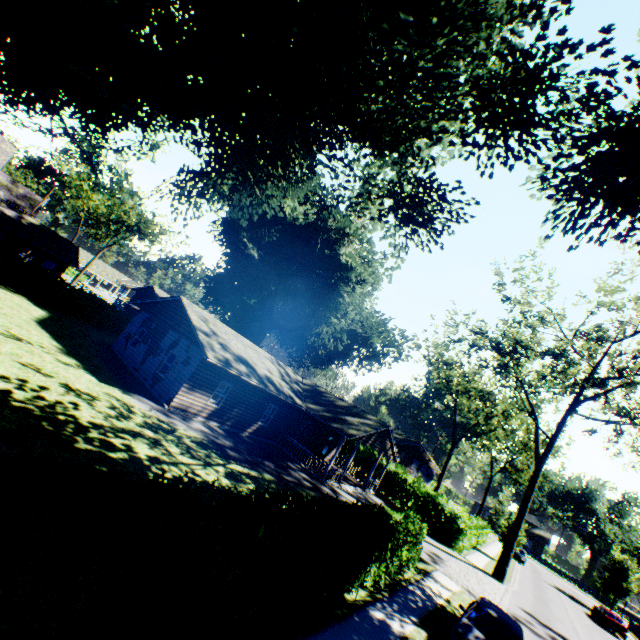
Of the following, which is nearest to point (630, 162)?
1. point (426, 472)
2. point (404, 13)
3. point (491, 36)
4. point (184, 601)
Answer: point (491, 36)

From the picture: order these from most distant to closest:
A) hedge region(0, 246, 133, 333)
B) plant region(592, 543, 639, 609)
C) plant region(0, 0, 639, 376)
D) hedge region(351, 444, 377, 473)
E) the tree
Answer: the tree → plant region(592, 543, 639, 609) → hedge region(351, 444, 377, 473) → hedge region(0, 246, 133, 333) → plant region(0, 0, 639, 376)

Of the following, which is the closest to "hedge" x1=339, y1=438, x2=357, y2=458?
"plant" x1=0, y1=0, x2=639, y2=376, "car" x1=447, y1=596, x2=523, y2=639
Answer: "plant" x1=0, y1=0, x2=639, y2=376

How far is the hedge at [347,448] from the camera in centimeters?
3626cm

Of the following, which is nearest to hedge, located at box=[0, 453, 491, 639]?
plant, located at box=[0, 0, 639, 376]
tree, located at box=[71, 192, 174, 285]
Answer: plant, located at box=[0, 0, 639, 376]

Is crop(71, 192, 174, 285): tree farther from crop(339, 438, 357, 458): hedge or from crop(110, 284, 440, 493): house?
crop(110, 284, 440, 493): house

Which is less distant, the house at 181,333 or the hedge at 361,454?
the house at 181,333

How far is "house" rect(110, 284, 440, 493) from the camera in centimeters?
A: 1872cm
